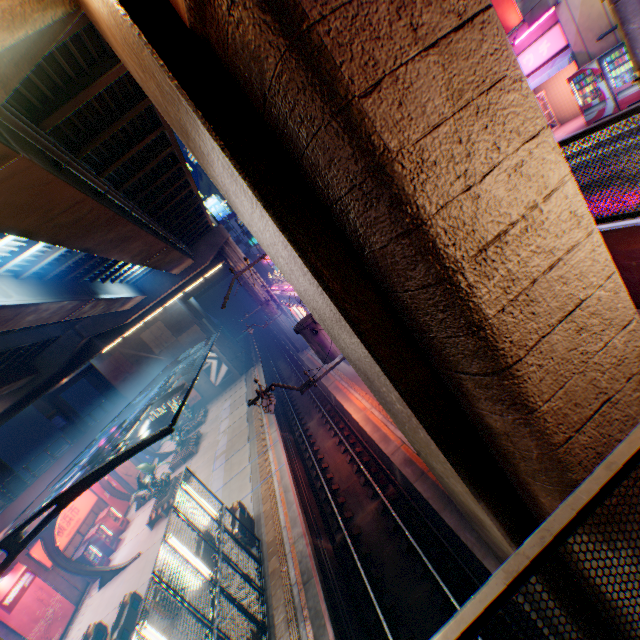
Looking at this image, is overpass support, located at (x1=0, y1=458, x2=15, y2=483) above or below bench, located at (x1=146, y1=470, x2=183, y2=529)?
above

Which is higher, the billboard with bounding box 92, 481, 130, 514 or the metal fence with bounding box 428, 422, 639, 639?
the metal fence with bounding box 428, 422, 639, 639

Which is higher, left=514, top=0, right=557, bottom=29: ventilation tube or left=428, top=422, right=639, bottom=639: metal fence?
left=514, top=0, right=557, bottom=29: ventilation tube

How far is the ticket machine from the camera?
14.75m

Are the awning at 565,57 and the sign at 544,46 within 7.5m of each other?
yes

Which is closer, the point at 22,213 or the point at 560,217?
the point at 560,217

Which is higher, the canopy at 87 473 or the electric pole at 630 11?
the electric pole at 630 11

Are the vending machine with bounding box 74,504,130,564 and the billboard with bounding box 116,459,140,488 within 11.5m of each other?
yes
